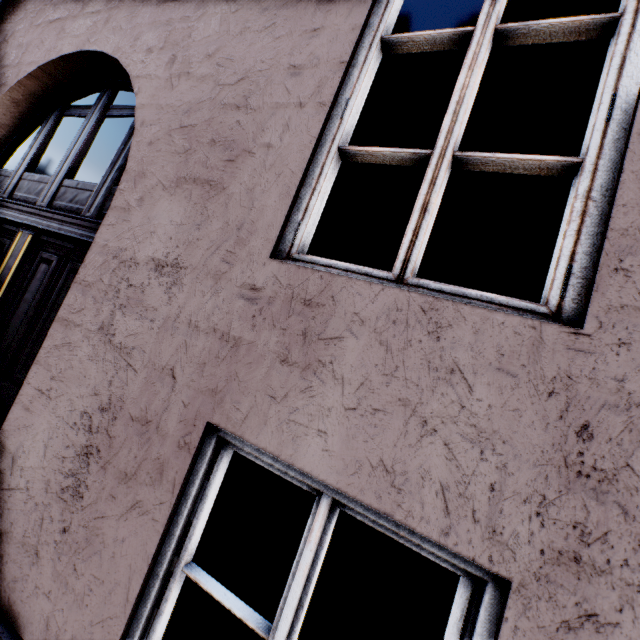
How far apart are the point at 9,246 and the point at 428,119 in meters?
9.7 m
